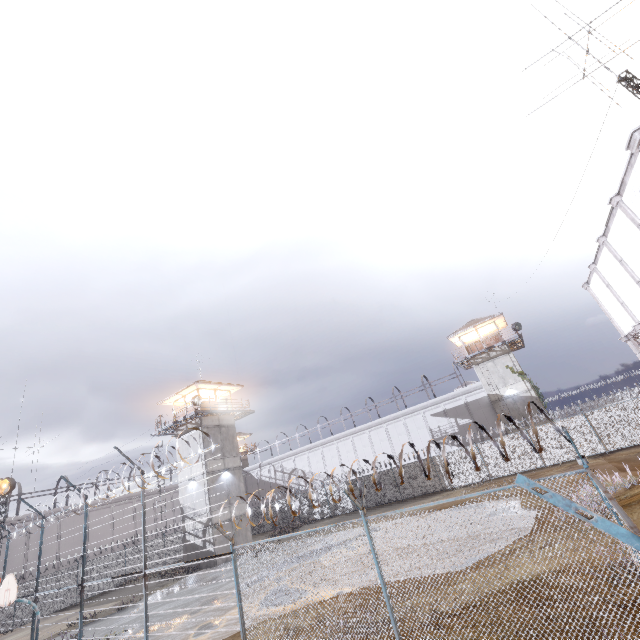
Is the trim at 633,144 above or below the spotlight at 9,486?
above

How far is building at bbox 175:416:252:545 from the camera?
27.05m

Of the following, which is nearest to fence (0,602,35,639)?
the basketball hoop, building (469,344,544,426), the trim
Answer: the trim

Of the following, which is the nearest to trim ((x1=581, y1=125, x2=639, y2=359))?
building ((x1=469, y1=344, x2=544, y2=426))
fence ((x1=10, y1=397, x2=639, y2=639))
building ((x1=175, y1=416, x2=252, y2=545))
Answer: fence ((x1=10, y1=397, x2=639, y2=639))

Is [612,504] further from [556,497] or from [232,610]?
[232,610]

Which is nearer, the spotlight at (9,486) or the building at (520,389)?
the spotlight at (9,486)

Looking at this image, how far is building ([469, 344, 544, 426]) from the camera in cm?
3184

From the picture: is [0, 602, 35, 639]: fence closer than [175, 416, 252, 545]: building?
Yes
